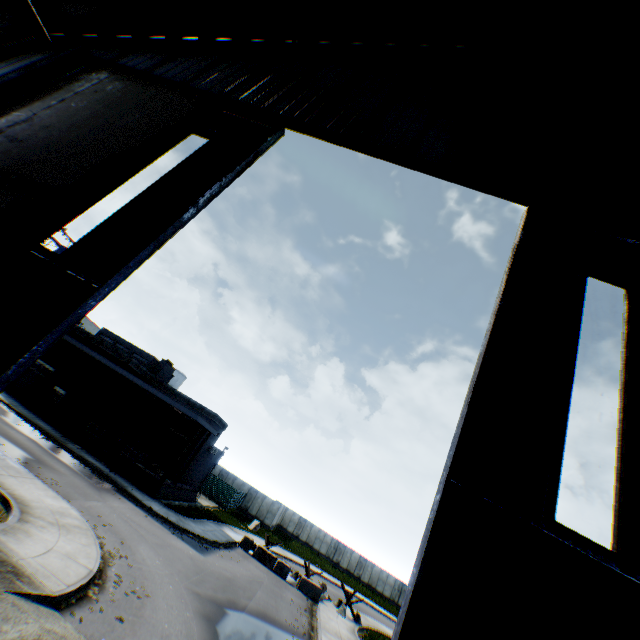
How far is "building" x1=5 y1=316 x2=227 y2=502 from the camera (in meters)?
24.55

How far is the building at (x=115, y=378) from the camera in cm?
2455

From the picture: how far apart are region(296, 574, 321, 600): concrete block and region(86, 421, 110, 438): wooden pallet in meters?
18.7 m

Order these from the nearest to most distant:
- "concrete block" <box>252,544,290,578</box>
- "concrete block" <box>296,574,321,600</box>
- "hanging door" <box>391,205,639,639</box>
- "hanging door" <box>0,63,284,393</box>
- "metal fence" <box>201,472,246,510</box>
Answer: "hanging door" <box>391,205,639,639</box>
"hanging door" <box>0,63,284,393</box>
"concrete block" <box>296,574,321,600</box>
"concrete block" <box>252,544,290,578</box>
"metal fence" <box>201,472,246,510</box>

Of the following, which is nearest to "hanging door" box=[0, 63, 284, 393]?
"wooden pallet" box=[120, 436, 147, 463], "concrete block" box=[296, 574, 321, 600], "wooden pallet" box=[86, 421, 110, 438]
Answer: "wooden pallet" box=[120, 436, 147, 463]

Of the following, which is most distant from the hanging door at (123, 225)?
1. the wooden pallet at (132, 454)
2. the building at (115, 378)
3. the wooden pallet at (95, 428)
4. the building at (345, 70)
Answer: the wooden pallet at (95, 428)

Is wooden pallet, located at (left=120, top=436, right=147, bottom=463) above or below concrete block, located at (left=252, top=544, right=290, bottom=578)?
above

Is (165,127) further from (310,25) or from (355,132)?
(310,25)
